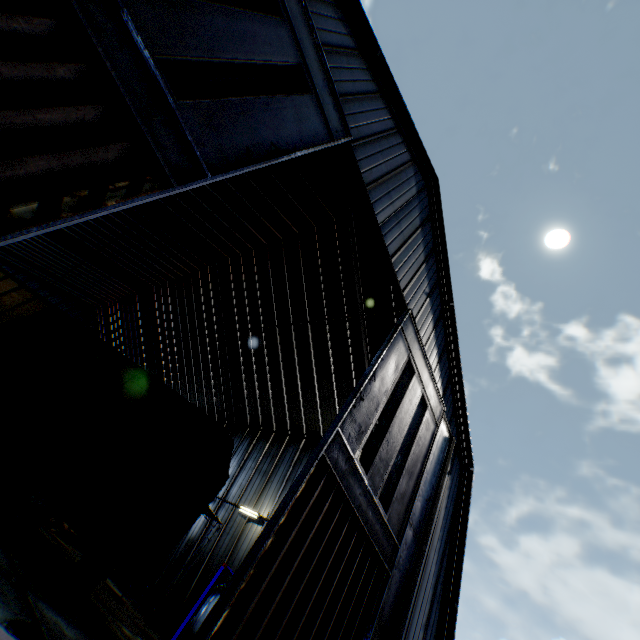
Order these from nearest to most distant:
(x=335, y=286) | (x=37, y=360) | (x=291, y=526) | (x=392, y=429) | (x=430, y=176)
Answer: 1. (x=291, y=526)
2. (x=392, y=429)
3. (x=37, y=360)
4. (x=430, y=176)
5. (x=335, y=286)

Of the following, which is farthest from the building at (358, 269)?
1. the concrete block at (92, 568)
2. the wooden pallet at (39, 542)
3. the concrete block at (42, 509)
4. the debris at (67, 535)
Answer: the concrete block at (42, 509)

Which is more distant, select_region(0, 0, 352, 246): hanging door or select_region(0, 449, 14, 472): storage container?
select_region(0, 449, 14, 472): storage container

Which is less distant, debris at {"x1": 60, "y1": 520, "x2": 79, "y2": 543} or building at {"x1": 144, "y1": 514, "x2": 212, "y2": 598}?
debris at {"x1": 60, "y1": 520, "x2": 79, "y2": 543}

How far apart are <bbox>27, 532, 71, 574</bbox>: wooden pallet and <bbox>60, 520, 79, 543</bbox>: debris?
7.6 meters

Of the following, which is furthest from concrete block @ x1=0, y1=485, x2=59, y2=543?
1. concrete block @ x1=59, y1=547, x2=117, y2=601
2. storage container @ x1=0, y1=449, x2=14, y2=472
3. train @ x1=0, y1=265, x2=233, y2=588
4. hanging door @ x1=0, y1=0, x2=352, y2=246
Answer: storage container @ x1=0, y1=449, x2=14, y2=472

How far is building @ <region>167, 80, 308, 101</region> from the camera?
12.5m

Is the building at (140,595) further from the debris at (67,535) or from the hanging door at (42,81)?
the debris at (67,535)
